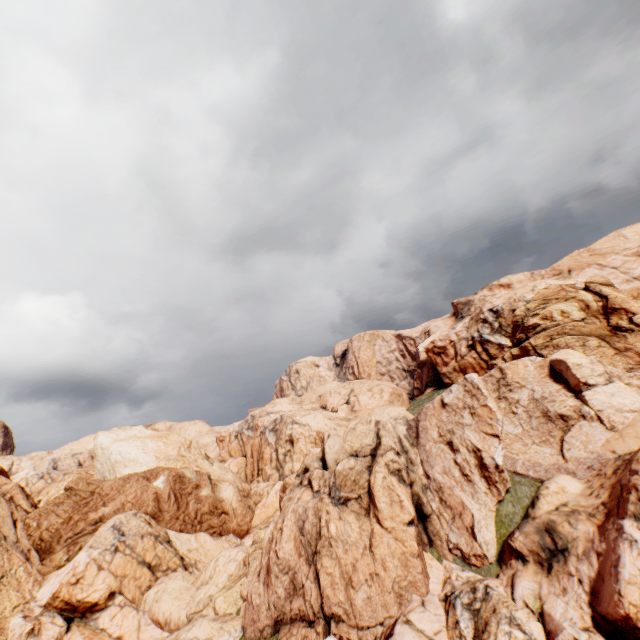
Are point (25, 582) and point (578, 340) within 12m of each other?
no
